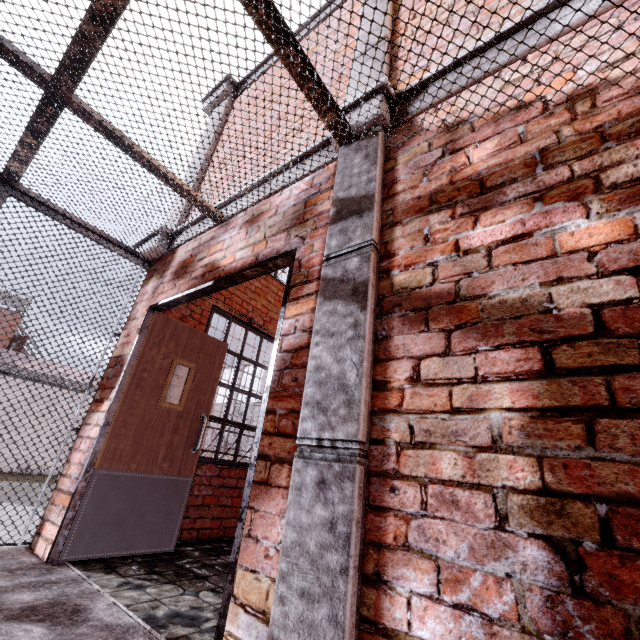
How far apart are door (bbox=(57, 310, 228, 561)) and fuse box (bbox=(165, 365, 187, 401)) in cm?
17

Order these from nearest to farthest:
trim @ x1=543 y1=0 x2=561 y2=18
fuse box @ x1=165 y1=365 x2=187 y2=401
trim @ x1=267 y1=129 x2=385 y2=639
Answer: trim @ x1=267 y1=129 x2=385 y2=639, trim @ x1=543 y1=0 x2=561 y2=18, fuse box @ x1=165 y1=365 x2=187 y2=401

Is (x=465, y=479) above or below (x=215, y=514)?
above

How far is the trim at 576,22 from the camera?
1.5 meters

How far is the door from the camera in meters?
2.7

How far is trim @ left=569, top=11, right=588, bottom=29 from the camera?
1.5 meters

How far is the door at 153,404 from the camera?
2.70m
